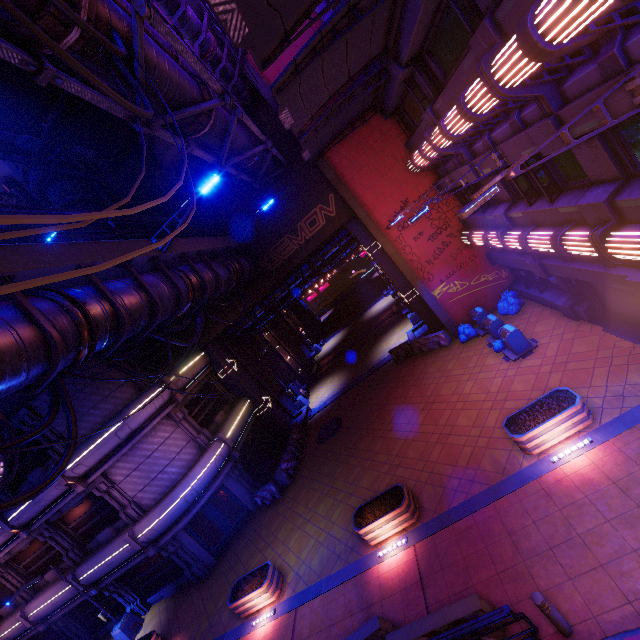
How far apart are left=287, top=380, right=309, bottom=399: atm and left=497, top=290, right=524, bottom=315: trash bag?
16.53m

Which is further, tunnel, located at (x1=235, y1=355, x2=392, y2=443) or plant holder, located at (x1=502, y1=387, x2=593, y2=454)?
tunnel, located at (x1=235, y1=355, x2=392, y2=443)

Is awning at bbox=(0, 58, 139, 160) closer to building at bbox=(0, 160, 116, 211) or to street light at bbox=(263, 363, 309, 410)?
building at bbox=(0, 160, 116, 211)

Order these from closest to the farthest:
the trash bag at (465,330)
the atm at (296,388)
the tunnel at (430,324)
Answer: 1. the trash bag at (465,330)
2. the tunnel at (430,324)
3. the atm at (296,388)

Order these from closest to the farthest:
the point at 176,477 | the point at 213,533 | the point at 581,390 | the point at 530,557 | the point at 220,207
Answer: the point at 530,557 < the point at 581,390 < the point at 176,477 < the point at 213,533 < the point at 220,207

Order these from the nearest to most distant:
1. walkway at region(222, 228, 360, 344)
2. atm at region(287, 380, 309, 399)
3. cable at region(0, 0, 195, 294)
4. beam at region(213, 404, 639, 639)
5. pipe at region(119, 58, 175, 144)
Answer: cable at region(0, 0, 195, 294)
pipe at region(119, 58, 175, 144)
beam at region(213, 404, 639, 639)
walkway at region(222, 228, 360, 344)
atm at region(287, 380, 309, 399)

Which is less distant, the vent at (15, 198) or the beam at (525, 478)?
the beam at (525, 478)

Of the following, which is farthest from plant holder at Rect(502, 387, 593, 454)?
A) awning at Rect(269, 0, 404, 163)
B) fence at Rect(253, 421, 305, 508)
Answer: fence at Rect(253, 421, 305, 508)
